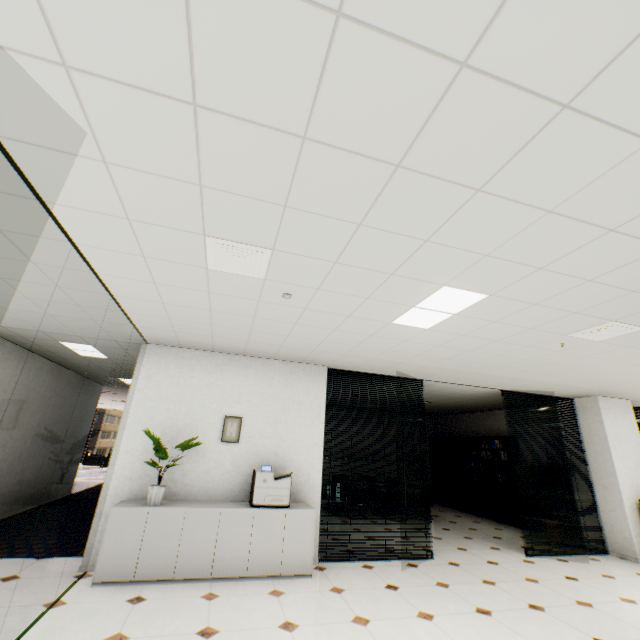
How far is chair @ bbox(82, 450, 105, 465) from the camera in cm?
1521

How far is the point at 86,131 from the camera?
1.58m

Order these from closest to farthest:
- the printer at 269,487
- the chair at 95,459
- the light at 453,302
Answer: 1. the light at 453,302
2. the printer at 269,487
3. the chair at 95,459

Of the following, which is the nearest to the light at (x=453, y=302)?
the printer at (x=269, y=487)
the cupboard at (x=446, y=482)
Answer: the printer at (x=269, y=487)

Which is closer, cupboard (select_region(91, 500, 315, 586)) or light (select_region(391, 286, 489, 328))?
light (select_region(391, 286, 489, 328))

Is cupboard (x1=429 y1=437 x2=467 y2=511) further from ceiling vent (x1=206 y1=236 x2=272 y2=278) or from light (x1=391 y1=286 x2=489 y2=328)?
ceiling vent (x1=206 y1=236 x2=272 y2=278)

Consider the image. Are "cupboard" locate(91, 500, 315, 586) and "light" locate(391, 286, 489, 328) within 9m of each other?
yes

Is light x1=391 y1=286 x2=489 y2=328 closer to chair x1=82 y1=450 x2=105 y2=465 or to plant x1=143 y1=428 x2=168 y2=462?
plant x1=143 y1=428 x2=168 y2=462
